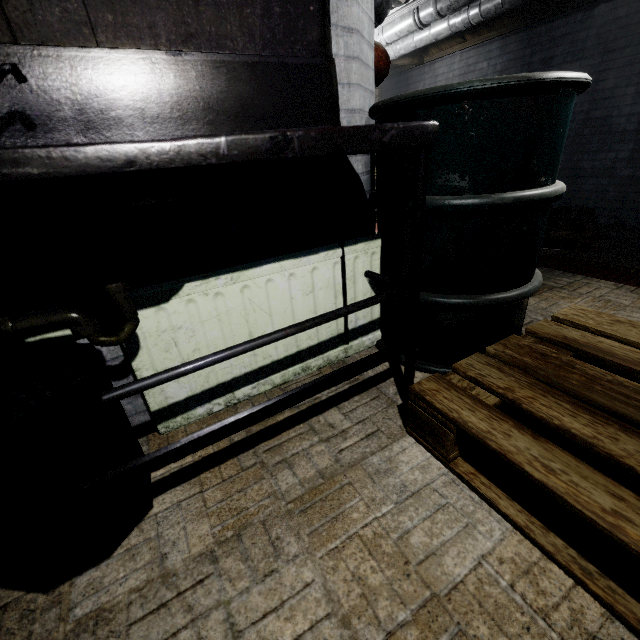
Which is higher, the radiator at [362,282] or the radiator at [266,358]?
the radiator at [362,282]

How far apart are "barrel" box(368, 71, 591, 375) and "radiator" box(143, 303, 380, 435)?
0.0 meters

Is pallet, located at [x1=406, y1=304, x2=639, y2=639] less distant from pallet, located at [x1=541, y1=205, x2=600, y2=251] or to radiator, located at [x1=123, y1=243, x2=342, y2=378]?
radiator, located at [x1=123, y1=243, x2=342, y2=378]

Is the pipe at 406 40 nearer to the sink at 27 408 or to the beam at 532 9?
the beam at 532 9

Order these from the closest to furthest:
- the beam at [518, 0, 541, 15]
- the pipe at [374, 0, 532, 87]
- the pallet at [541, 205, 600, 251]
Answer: the pipe at [374, 0, 532, 87] < the pallet at [541, 205, 600, 251] < the beam at [518, 0, 541, 15]

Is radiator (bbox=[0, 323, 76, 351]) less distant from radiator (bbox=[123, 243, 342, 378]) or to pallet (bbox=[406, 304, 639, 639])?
radiator (bbox=[123, 243, 342, 378])

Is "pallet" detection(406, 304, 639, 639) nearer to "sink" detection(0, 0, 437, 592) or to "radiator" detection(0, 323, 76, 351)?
"sink" detection(0, 0, 437, 592)

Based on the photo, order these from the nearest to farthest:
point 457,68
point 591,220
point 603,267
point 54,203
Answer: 1. point 54,203
2. point 603,267
3. point 591,220
4. point 457,68
